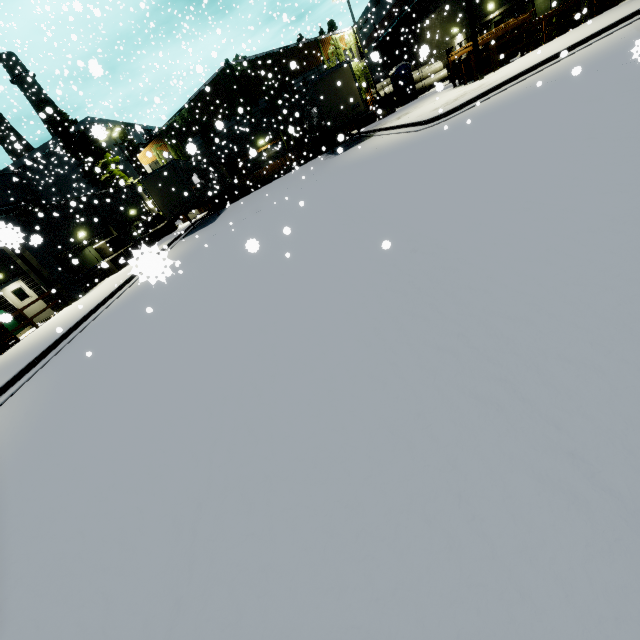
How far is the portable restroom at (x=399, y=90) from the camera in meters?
27.1

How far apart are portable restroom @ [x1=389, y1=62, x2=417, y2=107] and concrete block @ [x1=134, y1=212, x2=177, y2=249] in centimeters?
2298cm

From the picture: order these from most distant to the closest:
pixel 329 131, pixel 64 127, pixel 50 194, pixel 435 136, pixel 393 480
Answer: pixel 50 194 < pixel 64 127 < pixel 329 131 < pixel 435 136 < pixel 393 480

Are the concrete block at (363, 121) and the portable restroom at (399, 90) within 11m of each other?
yes

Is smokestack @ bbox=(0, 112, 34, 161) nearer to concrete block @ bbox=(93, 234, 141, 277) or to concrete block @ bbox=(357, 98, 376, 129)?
concrete block @ bbox=(93, 234, 141, 277)

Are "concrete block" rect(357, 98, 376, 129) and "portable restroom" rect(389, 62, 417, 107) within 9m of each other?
yes

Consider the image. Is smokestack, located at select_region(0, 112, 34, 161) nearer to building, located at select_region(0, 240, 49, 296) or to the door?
building, located at select_region(0, 240, 49, 296)

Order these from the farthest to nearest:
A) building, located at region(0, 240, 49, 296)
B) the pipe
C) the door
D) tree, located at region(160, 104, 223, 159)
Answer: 1. tree, located at region(160, 104, 223, 159)
2. the pipe
3. the door
4. building, located at region(0, 240, 49, 296)
